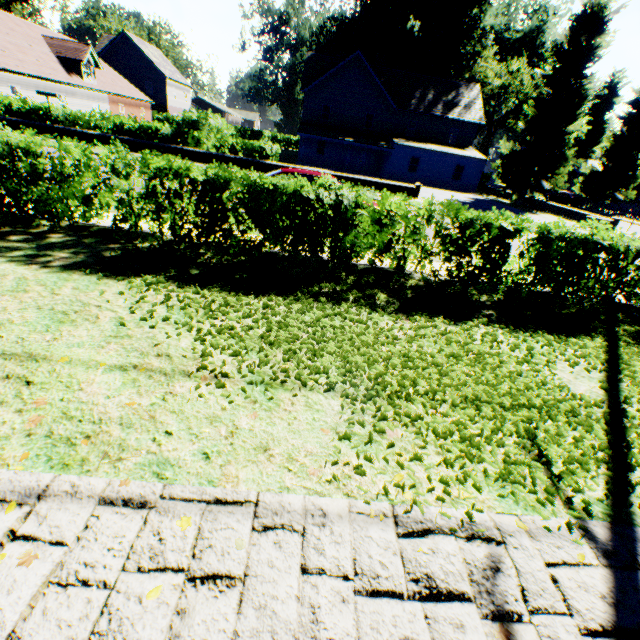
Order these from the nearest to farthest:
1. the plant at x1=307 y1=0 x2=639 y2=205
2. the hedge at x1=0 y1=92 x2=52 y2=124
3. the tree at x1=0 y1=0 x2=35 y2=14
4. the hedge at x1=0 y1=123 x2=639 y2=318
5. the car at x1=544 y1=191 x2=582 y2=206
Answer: the hedge at x1=0 y1=123 x2=639 y2=318, the hedge at x1=0 y1=92 x2=52 y2=124, the plant at x1=307 y1=0 x2=639 y2=205, the tree at x1=0 y1=0 x2=35 y2=14, the car at x1=544 y1=191 x2=582 y2=206

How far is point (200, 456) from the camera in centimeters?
282cm

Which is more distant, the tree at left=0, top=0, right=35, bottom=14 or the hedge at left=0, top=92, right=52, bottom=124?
the tree at left=0, top=0, right=35, bottom=14

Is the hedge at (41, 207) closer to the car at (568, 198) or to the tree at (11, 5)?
the tree at (11, 5)

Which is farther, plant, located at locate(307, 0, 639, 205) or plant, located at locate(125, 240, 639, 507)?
plant, located at locate(307, 0, 639, 205)

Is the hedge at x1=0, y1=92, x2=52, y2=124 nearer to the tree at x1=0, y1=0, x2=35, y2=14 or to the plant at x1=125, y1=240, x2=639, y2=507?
the tree at x1=0, y1=0, x2=35, y2=14

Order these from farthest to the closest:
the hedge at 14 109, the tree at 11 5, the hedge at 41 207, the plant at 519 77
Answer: the tree at 11 5
the plant at 519 77
the hedge at 14 109
the hedge at 41 207

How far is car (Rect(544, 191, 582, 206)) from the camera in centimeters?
3997cm
